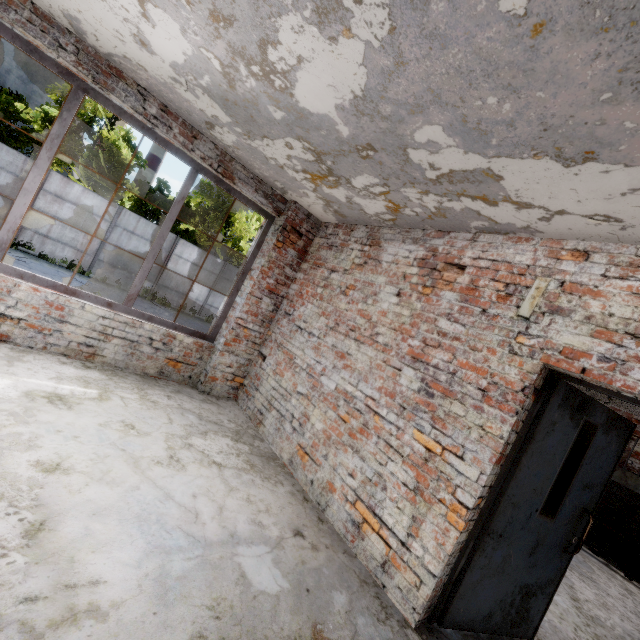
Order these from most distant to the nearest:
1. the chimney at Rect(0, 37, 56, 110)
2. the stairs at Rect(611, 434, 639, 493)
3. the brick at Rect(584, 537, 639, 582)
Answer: the chimney at Rect(0, 37, 56, 110), the stairs at Rect(611, 434, 639, 493), the brick at Rect(584, 537, 639, 582)

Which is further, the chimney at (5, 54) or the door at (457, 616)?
the chimney at (5, 54)

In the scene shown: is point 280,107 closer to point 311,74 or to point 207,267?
point 311,74

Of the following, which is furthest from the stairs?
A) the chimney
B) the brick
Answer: the chimney

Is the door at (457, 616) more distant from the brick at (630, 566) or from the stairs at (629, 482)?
the brick at (630, 566)

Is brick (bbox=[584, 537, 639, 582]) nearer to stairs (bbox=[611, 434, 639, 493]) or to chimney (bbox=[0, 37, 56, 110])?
stairs (bbox=[611, 434, 639, 493])

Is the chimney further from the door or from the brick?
the brick
